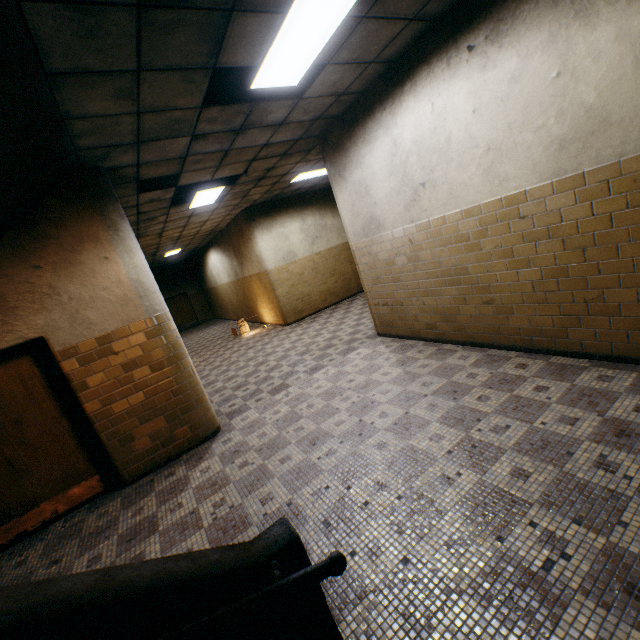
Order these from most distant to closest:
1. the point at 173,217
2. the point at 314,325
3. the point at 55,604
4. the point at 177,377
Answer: the point at 314,325, the point at 173,217, the point at 177,377, the point at 55,604

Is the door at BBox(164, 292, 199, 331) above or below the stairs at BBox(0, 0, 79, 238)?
below

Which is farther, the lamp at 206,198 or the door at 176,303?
the door at 176,303

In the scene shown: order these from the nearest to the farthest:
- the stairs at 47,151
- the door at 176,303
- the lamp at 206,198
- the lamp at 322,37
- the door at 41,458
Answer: the stairs at 47,151 < the lamp at 322,37 < the door at 41,458 < the lamp at 206,198 < the door at 176,303

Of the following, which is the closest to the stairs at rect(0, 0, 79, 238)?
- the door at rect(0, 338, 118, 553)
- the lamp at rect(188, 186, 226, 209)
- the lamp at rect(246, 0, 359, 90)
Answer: the door at rect(0, 338, 118, 553)

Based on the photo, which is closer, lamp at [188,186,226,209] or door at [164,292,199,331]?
lamp at [188,186,226,209]

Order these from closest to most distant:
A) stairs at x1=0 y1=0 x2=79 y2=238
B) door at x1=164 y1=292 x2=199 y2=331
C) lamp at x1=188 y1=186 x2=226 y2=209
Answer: stairs at x1=0 y1=0 x2=79 y2=238 < lamp at x1=188 y1=186 x2=226 y2=209 < door at x1=164 y1=292 x2=199 y2=331

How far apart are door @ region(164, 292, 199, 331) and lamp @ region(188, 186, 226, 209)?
13.64m
